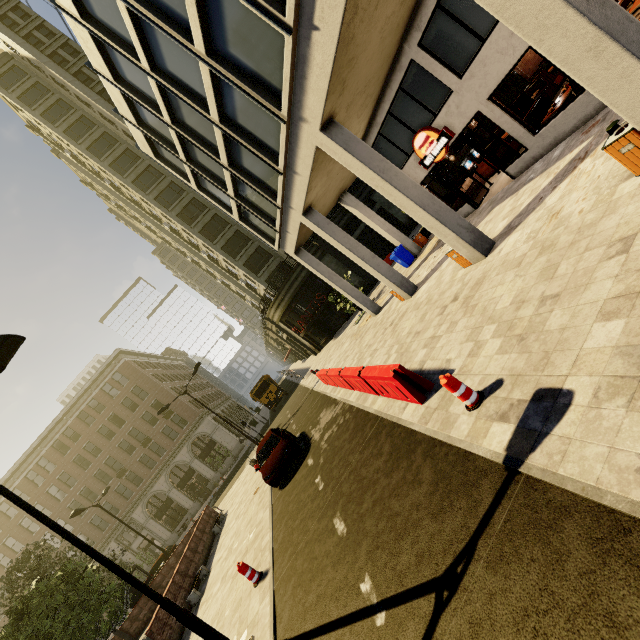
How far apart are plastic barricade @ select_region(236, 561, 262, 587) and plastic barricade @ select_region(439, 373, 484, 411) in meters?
7.4 m

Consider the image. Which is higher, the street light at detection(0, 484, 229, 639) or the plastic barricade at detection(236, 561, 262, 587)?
the street light at detection(0, 484, 229, 639)

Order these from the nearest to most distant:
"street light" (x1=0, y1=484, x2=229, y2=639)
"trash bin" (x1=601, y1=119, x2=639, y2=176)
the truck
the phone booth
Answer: "trash bin" (x1=601, y1=119, x2=639, y2=176)
"street light" (x1=0, y1=484, x2=229, y2=639)
the truck
the phone booth

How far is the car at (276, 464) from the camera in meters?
12.6

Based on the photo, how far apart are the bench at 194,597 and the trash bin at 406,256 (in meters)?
18.45

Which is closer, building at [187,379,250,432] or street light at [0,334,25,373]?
street light at [0,334,25,373]

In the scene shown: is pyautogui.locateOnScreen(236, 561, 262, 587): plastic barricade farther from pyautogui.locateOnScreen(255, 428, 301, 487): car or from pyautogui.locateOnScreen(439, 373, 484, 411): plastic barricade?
pyautogui.locateOnScreen(439, 373, 484, 411): plastic barricade

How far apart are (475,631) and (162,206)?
40.1 meters
